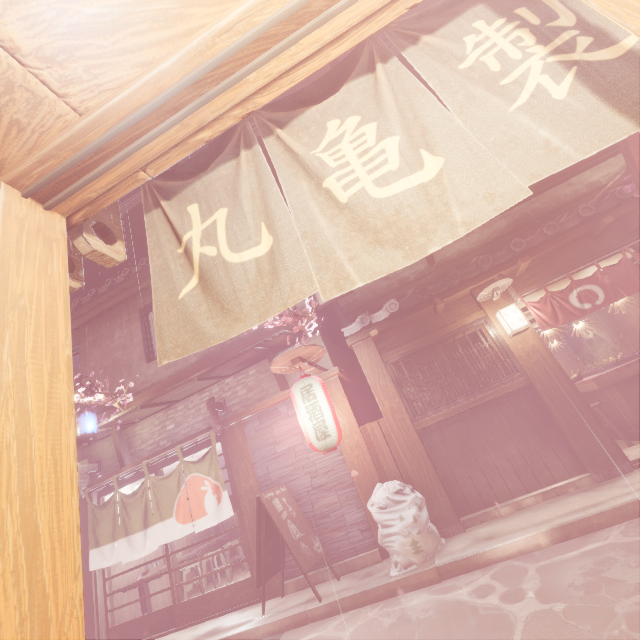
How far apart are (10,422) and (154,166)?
2.0m

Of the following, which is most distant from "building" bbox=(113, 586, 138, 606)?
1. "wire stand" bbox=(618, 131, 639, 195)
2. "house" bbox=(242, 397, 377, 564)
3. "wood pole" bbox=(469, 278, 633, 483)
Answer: "wire stand" bbox=(618, 131, 639, 195)

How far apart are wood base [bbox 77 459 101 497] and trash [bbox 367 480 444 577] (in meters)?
11.00

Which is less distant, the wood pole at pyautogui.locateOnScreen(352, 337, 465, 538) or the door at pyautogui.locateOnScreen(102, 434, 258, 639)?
the wood pole at pyautogui.locateOnScreen(352, 337, 465, 538)

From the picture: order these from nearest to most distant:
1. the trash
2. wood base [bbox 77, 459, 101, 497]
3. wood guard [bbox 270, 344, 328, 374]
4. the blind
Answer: the trash
wood guard [bbox 270, 344, 328, 374]
wood base [bbox 77, 459, 101, 497]
the blind

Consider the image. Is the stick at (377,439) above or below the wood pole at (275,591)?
above

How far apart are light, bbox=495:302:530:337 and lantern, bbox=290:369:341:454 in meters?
5.4 m

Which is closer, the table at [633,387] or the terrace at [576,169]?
the table at [633,387]
